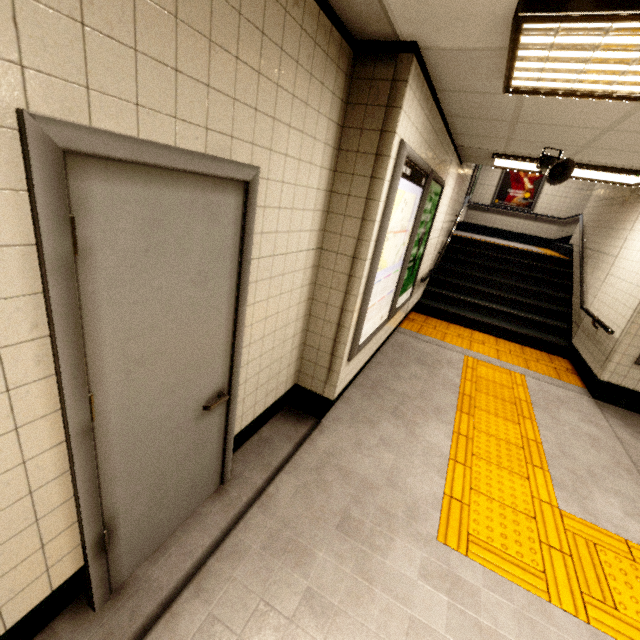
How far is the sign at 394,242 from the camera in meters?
2.5

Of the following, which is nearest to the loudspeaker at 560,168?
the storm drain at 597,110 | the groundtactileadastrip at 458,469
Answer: the storm drain at 597,110

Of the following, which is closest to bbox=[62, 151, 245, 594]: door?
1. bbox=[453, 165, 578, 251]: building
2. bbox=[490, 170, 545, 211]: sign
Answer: bbox=[453, 165, 578, 251]: building

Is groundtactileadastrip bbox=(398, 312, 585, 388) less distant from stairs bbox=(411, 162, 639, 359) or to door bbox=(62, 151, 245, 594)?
stairs bbox=(411, 162, 639, 359)

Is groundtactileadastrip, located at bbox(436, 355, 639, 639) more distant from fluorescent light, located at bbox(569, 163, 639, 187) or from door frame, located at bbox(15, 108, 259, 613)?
fluorescent light, located at bbox(569, 163, 639, 187)

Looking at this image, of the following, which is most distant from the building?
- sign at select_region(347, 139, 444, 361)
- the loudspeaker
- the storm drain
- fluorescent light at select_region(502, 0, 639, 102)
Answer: fluorescent light at select_region(502, 0, 639, 102)

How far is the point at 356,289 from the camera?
2.52m

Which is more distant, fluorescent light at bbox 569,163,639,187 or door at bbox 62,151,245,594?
fluorescent light at bbox 569,163,639,187
